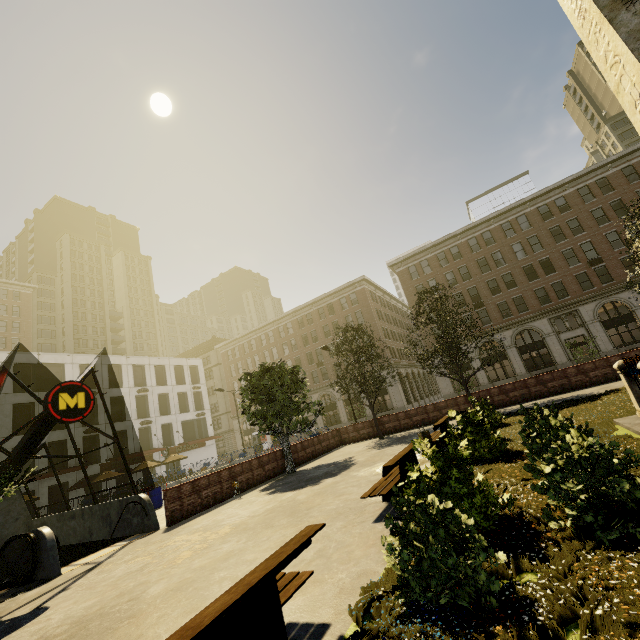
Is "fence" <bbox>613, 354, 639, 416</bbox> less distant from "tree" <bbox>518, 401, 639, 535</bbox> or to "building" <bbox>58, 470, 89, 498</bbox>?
"tree" <bbox>518, 401, 639, 535</bbox>

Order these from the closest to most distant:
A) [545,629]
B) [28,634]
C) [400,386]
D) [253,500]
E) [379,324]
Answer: [545,629], [28,634], [253,500], [400,386], [379,324]

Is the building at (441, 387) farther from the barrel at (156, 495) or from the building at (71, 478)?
the barrel at (156, 495)

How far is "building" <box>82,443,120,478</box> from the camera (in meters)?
33.34

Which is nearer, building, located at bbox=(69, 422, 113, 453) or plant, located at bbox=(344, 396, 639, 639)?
plant, located at bbox=(344, 396, 639, 639)

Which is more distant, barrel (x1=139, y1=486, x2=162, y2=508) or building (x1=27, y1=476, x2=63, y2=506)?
building (x1=27, y1=476, x2=63, y2=506)

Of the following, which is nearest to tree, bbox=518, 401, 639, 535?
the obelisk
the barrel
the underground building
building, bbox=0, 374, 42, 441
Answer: the underground building

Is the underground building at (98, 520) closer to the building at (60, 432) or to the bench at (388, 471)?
the building at (60, 432)
